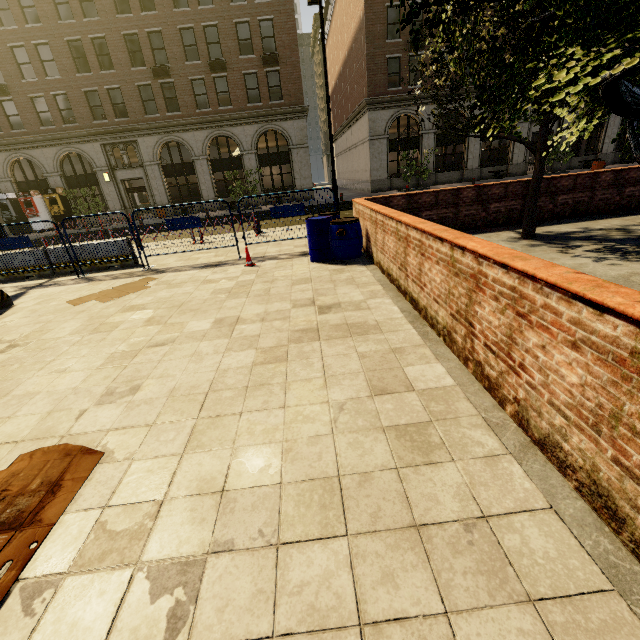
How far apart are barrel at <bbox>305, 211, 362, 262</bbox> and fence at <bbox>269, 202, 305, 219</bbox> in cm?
36

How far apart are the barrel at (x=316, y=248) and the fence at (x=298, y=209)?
0.4 meters

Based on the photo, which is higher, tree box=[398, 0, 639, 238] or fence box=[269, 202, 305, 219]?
tree box=[398, 0, 639, 238]

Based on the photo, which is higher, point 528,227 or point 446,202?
point 446,202

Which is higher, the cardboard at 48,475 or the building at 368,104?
the building at 368,104

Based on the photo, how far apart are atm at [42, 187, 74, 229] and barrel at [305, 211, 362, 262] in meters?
27.9 m

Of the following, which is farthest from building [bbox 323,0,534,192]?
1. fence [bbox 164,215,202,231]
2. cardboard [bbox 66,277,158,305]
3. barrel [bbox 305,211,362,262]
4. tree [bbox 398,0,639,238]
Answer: cardboard [bbox 66,277,158,305]

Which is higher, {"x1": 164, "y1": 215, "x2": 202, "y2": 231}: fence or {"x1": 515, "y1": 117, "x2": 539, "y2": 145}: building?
{"x1": 515, "y1": 117, "x2": 539, "y2": 145}: building
